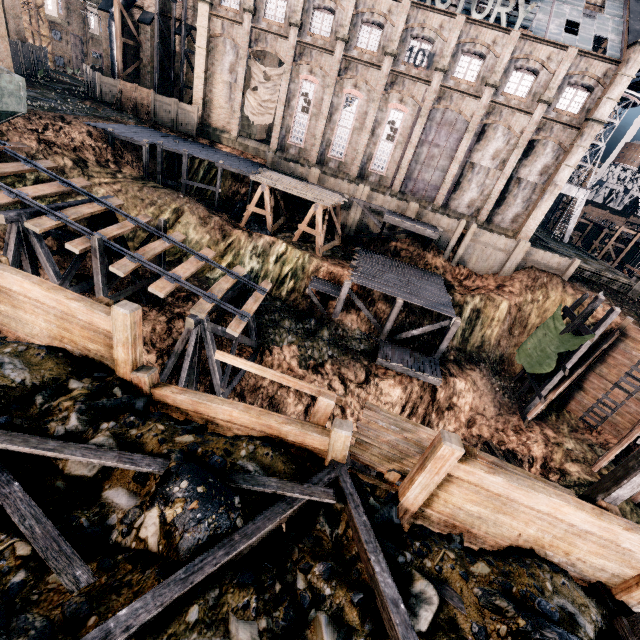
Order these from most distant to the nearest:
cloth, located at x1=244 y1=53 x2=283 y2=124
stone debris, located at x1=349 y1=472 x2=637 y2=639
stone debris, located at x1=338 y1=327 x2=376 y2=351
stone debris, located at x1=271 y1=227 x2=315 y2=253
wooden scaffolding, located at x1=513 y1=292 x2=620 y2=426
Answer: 1. cloth, located at x1=244 y1=53 x2=283 y2=124
2. stone debris, located at x1=271 y1=227 x2=315 y2=253
3. stone debris, located at x1=338 y1=327 x2=376 y2=351
4. wooden scaffolding, located at x1=513 y1=292 x2=620 y2=426
5. stone debris, located at x1=349 y1=472 x2=637 y2=639

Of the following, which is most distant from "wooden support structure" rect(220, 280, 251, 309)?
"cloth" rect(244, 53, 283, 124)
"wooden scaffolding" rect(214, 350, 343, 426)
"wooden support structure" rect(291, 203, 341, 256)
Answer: "cloth" rect(244, 53, 283, 124)

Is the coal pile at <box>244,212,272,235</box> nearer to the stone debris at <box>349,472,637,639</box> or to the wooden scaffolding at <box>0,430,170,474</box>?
the stone debris at <box>349,472,637,639</box>

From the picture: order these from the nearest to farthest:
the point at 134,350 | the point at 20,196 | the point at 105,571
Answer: the point at 105,571 < the point at 134,350 < the point at 20,196

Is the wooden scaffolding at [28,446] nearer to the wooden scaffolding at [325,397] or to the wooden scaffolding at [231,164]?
the wooden scaffolding at [325,397]

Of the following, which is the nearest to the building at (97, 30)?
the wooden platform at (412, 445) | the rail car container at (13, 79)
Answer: Answer: the rail car container at (13, 79)

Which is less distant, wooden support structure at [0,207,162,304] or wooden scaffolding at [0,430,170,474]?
wooden scaffolding at [0,430,170,474]

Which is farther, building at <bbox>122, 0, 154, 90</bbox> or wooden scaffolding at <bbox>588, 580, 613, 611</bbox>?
building at <bbox>122, 0, 154, 90</bbox>
